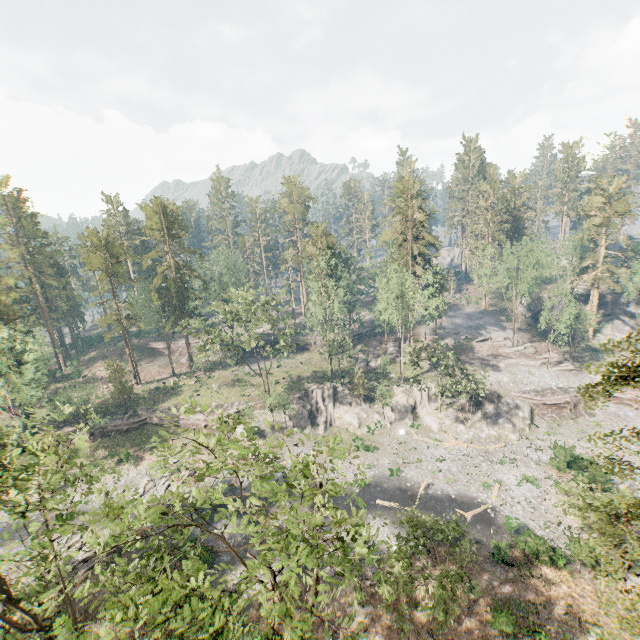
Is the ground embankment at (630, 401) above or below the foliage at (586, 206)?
below

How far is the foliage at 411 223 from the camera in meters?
41.1

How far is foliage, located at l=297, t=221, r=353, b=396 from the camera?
49.3 meters

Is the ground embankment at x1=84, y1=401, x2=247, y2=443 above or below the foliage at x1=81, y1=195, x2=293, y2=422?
below

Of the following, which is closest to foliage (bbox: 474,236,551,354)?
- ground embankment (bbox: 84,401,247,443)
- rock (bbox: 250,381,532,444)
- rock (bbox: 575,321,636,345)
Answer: ground embankment (bbox: 84,401,247,443)

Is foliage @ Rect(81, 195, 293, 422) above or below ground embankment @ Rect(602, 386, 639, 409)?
above

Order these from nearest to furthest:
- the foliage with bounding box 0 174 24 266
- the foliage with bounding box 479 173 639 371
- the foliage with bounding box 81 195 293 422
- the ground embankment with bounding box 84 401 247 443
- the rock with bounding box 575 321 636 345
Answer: the foliage with bounding box 81 195 293 422 < the ground embankment with bounding box 84 401 247 443 < the foliage with bounding box 479 173 639 371 < the foliage with bounding box 0 174 24 266 < the rock with bounding box 575 321 636 345

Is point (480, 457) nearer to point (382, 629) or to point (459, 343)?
point (382, 629)
